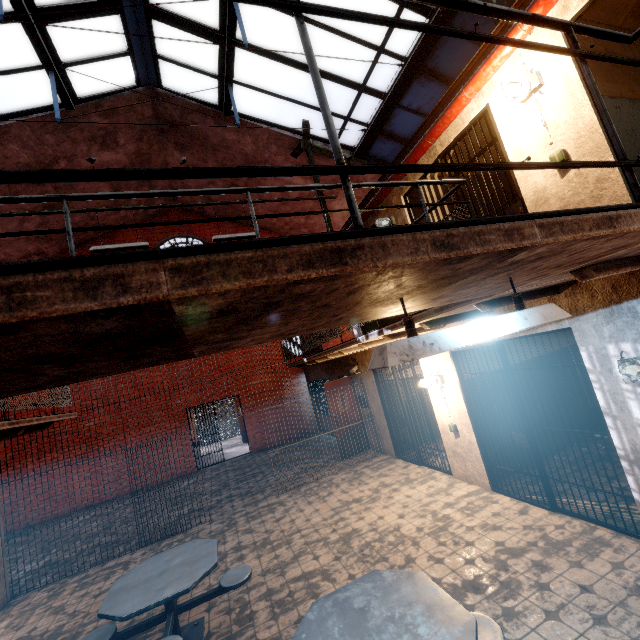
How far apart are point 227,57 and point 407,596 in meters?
10.2 m

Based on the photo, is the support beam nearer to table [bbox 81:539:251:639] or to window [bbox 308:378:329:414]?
window [bbox 308:378:329:414]

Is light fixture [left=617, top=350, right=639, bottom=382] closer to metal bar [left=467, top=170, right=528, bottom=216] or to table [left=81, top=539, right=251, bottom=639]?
metal bar [left=467, top=170, right=528, bottom=216]

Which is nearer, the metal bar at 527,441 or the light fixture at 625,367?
the light fixture at 625,367

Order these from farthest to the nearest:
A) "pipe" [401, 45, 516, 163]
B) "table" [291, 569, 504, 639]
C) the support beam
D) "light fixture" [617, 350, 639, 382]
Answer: the support beam < "pipe" [401, 45, 516, 163] < "light fixture" [617, 350, 639, 382] < "table" [291, 569, 504, 639]

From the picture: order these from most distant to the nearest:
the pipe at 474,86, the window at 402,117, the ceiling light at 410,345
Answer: the window at 402,117 < the pipe at 474,86 < the ceiling light at 410,345

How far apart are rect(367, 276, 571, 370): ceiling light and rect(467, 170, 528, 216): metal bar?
2.4 meters

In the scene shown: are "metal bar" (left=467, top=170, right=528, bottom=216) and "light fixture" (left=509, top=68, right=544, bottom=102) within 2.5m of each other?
yes
